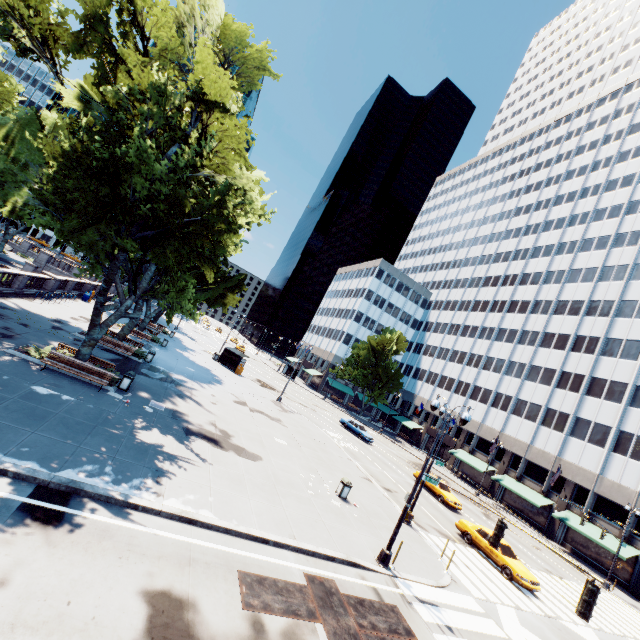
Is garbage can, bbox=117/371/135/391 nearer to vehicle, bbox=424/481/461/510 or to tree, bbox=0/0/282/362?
tree, bbox=0/0/282/362

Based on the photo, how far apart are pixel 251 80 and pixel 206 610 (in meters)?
21.08

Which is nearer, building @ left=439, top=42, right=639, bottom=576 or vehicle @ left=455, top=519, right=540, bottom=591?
vehicle @ left=455, top=519, right=540, bottom=591

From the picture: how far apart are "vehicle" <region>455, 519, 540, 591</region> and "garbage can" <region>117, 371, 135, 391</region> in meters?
23.2

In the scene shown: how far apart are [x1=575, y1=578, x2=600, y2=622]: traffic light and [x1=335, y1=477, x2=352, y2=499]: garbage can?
11.1 meters

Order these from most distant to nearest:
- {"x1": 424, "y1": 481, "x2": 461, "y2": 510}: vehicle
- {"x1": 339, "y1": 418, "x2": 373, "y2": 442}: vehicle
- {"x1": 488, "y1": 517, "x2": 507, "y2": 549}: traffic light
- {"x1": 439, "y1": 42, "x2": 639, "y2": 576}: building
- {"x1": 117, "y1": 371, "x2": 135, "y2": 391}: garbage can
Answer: {"x1": 339, "y1": 418, "x2": 373, "y2": 442}: vehicle
{"x1": 439, "y1": 42, "x2": 639, "y2": 576}: building
{"x1": 424, "y1": 481, "x2": 461, "y2": 510}: vehicle
{"x1": 117, "y1": 371, "x2": 135, "y2": 391}: garbage can
{"x1": 488, "y1": 517, "x2": 507, "y2": 549}: traffic light

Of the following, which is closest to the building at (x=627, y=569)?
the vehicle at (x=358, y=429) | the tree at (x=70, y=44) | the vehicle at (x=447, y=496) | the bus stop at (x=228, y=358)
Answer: the tree at (x=70, y=44)

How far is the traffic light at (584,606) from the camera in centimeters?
783cm
